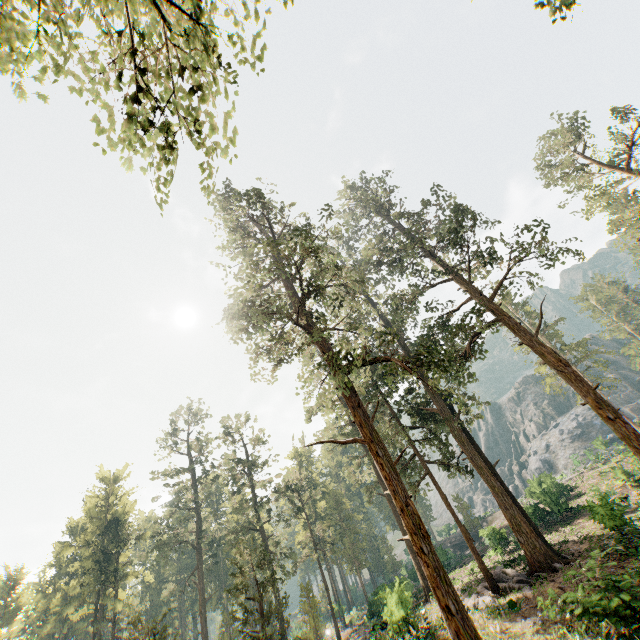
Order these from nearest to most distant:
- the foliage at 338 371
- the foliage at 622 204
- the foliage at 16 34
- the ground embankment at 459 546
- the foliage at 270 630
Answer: the foliage at 16 34
the foliage at 338 371
the foliage at 622 204
the foliage at 270 630
the ground embankment at 459 546

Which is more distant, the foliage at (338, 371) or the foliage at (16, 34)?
the foliage at (338, 371)

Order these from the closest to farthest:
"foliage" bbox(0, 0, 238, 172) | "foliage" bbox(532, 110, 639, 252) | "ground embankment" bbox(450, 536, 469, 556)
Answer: "foliage" bbox(0, 0, 238, 172)
"foliage" bbox(532, 110, 639, 252)
"ground embankment" bbox(450, 536, 469, 556)

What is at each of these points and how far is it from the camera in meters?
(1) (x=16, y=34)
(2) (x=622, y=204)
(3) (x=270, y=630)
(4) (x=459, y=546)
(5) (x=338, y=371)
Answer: (1) foliage, 4.6
(2) foliage, 58.6
(3) foliage, 21.7
(4) ground embankment, 56.6
(5) foliage, 15.0

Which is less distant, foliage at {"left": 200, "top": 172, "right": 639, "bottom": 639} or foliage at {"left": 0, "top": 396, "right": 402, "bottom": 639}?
foliage at {"left": 200, "top": 172, "right": 639, "bottom": 639}

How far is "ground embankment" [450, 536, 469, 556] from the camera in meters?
54.8 m
